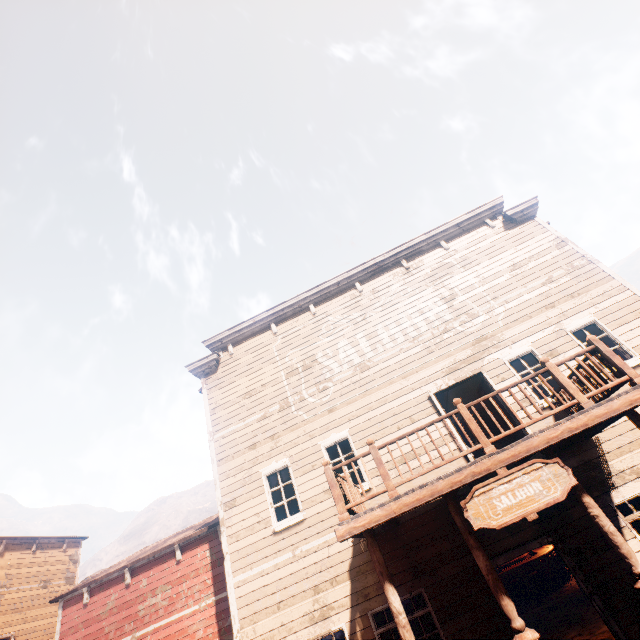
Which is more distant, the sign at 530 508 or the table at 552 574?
the table at 552 574

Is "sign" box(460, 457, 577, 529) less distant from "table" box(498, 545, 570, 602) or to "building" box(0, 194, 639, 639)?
"building" box(0, 194, 639, 639)

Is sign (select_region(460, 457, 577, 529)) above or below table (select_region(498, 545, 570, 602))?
above

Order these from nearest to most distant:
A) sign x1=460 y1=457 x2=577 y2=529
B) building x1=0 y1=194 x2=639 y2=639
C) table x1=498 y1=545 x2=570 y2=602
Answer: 1. sign x1=460 y1=457 x2=577 y2=529
2. building x1=0 y1=194 x2=639 y2=639
3. table x1=498 y1=545 x2=570 y2=602

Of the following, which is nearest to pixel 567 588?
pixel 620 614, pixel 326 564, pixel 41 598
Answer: pixel 620 614

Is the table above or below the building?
below

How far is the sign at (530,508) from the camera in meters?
5.0

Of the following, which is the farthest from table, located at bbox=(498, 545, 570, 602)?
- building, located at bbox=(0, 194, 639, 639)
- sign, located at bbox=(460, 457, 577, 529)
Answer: sign, located at bbox=(460, 457, 577, 529)
